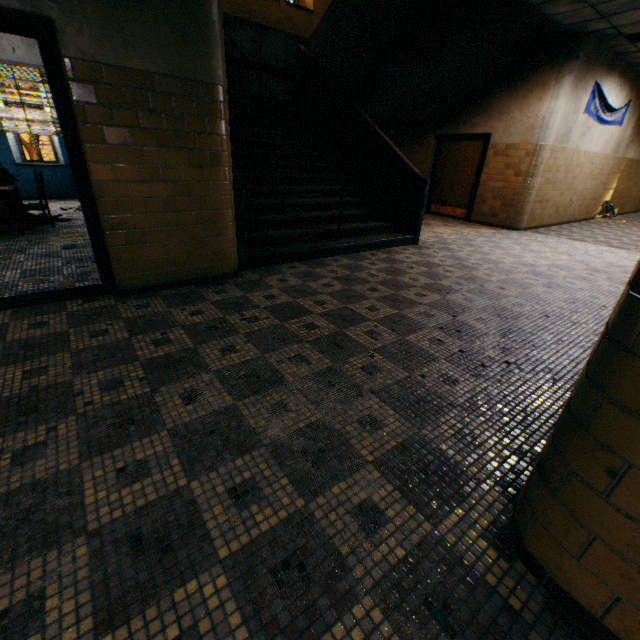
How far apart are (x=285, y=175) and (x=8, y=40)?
7.7 meters

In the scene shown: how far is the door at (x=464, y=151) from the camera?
8.8m

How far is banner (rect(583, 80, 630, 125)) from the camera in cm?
772

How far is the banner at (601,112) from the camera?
7.7m

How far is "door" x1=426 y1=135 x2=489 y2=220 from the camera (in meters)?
8.77

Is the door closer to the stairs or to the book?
the stairs

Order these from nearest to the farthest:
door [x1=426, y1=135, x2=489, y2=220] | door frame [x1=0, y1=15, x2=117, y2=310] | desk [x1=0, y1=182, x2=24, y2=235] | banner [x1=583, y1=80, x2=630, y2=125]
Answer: door frame [x1=0, y1=15, x2=117, y2=310] < desk [x1=0, y1=182, x2=24, y2=235] < banner [x1=583, y1=80, x2=630, y2=125] < door [x1=426, y1=135, x2=489, y2=220]

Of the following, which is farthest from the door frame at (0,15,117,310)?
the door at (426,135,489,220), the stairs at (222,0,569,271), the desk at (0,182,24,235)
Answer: the door at (426,135,489,220)
